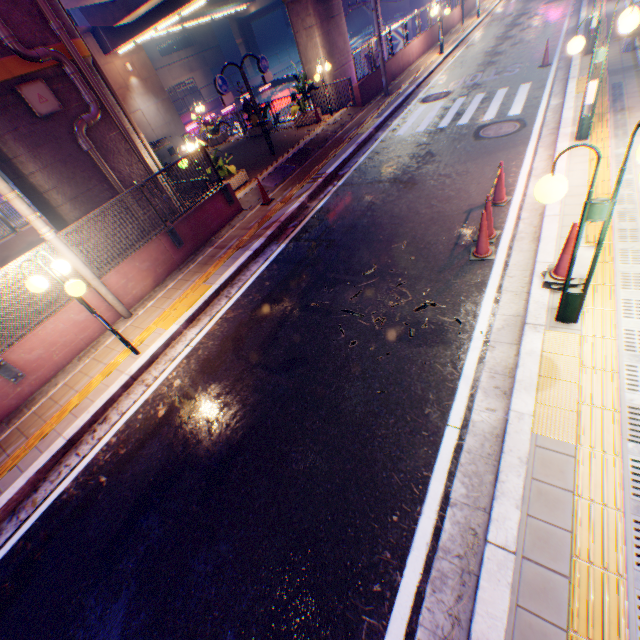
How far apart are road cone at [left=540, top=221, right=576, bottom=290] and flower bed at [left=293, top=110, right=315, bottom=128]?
14.46m

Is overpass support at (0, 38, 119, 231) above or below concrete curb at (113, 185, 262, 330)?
above

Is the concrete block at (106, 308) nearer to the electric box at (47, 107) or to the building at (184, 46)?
the electric box at (47, 107)

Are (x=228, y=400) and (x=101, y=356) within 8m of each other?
yes

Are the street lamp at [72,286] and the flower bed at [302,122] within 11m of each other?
no

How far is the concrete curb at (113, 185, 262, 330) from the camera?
8.0 meters

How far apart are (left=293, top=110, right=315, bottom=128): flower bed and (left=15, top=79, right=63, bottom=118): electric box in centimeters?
1082cm

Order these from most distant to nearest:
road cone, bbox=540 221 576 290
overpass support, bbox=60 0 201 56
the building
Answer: the building, overpass support, bbox=60 0 201 56, road cone, bbox=540 221 576 290
